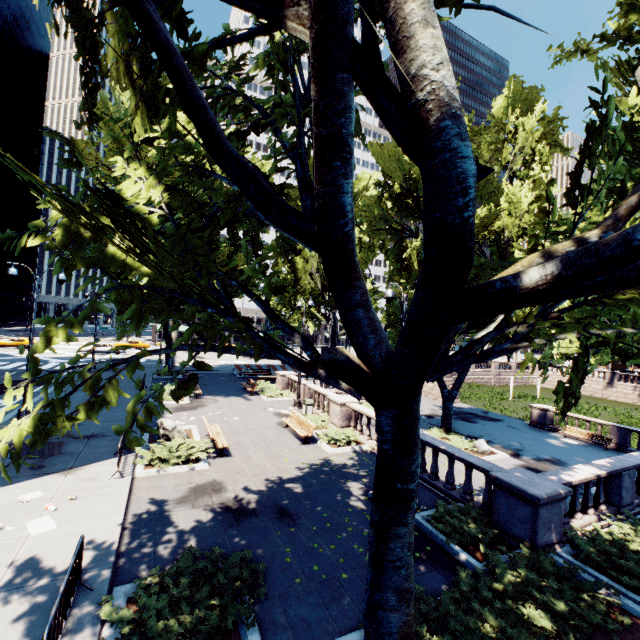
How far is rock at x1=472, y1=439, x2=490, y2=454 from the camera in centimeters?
1928cm

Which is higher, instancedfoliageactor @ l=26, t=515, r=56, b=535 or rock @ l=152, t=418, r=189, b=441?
rock @ l=152, t=418, r=189, b=441

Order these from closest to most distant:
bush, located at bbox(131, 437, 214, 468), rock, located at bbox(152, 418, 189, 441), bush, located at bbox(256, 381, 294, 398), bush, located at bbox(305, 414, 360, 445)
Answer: bush, located at bbox(131, 437, 214, 468) → rock, located at bbox(152, 418, 189, 441) → bush, located at bbox(305, 414, 360, 445) → bush, located at bbox(256, 381, 294, 398)

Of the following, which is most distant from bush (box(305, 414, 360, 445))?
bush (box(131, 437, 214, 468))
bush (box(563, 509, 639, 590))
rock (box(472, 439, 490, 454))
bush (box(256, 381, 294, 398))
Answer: rock (box(472, 439, 490, 454))

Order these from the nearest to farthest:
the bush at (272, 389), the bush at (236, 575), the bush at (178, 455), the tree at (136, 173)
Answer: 1. the tree at (136, 173)
2. the bush at (236, 575)
3. the bush at (178, 455)
4. the bush at (272, 389)

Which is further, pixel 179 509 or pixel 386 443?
pixel 179 509

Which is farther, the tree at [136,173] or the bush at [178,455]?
the bush at [178,455]

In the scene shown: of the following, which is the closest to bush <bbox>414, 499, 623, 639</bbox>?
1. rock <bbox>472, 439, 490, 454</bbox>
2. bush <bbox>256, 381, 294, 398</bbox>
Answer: rock <bbox>472, 439, 490, 454</bbox>
